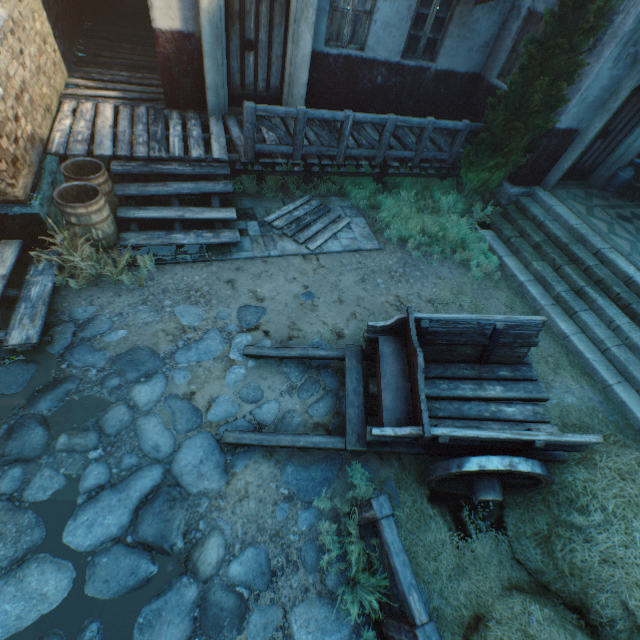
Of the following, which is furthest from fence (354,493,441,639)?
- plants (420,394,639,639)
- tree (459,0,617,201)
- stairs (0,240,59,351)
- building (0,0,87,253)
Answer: tree (459,0,617,201)

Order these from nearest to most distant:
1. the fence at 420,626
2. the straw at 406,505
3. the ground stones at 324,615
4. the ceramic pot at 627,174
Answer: the fence at 420,626 < the ground stones at 324,615 < the straw at 406,505 < the ceramic pot at 627,174

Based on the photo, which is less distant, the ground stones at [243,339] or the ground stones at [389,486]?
the ground stones at [389,486]

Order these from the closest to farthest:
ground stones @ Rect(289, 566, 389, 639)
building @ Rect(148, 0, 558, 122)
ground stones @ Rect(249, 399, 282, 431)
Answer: ground stones @ Rect(289, 566, 389, 639), ground stones @ Rect(249, 399, 282, 431), building @ Rect(148, 0, 558, 122)

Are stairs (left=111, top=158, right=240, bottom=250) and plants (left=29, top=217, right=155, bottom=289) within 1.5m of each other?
yes

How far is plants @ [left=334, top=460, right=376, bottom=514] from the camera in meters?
3.9

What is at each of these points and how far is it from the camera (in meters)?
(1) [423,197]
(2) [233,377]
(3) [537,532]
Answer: (1) plants, 8.73
(2) ground stones, 4.73
(3) plants, 4.03

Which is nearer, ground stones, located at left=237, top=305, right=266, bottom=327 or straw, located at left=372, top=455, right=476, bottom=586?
straw, located at left=372, top=455, right=476, bottom=586
